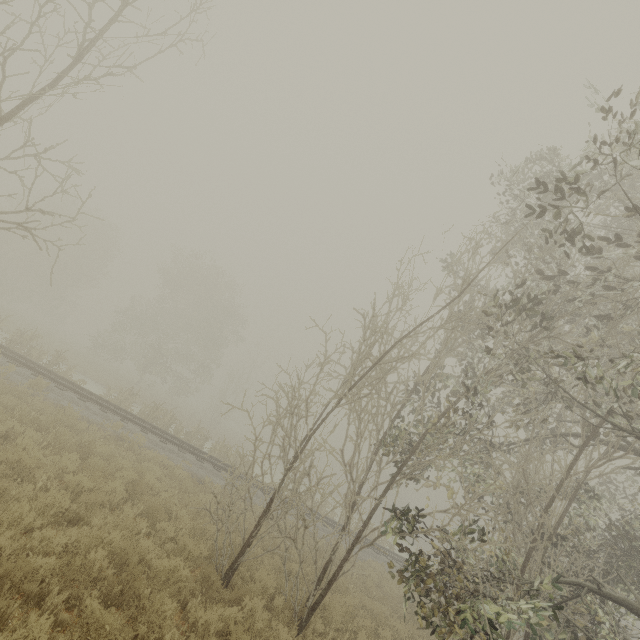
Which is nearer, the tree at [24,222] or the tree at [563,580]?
the tree at [563,580]

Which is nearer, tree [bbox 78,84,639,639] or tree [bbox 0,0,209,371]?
tree [bbox 78,84,639,639]

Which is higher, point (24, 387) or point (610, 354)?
point (610, 354)
